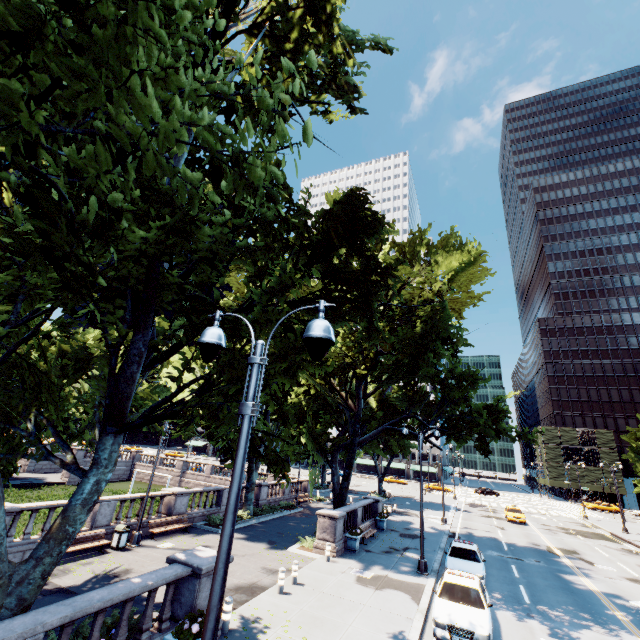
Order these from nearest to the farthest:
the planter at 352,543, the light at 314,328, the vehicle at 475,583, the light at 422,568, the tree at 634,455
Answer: the light at 314,328 < the vehicle at 475,583 < the light at 422,568 < the planter at 352,543 < the tree at 634,455

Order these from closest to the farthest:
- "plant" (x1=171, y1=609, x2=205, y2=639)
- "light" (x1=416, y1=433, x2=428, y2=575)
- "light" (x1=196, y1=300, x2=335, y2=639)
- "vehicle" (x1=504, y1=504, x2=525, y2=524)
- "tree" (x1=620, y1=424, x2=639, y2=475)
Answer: "light" (x1=196, y1=300, x2=335, y2=639), "plant" (x1=171, y1=609, x2=205, y2=639), "light" (x1=416, y1=433, x2=428, y2=575), "vehicle" (x1=504, y1=504, x2=525, y2=524), "tree" (x1=620, y1=424, x2=639, y2=475)

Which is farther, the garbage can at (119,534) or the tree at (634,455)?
the tree at (634,455)

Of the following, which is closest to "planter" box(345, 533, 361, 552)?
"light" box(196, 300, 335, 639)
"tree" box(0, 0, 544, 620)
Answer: "tree" box(0, 0, 544, 620)

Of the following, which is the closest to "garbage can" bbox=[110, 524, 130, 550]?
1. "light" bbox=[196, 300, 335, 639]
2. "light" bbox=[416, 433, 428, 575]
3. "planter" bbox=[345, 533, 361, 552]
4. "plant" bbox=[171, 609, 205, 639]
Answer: "light" bbox=[416, 433, 428, 575]

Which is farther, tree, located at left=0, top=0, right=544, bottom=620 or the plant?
the plant

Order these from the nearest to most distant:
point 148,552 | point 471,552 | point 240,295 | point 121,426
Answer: point 121,426 → point 148,552 → point 471,552 → point 240,295

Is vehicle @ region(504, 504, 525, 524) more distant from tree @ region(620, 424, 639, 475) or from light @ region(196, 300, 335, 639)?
light @ region(196, 300, 335, 639)
